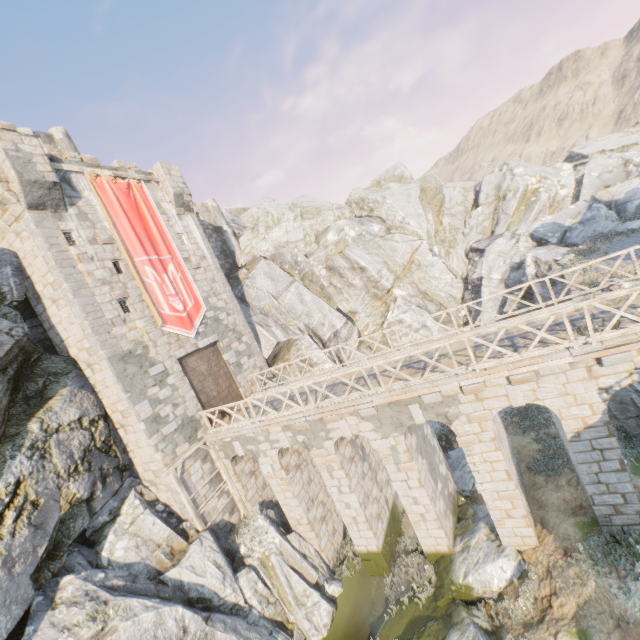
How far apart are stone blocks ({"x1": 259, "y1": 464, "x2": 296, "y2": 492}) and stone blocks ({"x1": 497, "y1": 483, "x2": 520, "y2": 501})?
8.38m

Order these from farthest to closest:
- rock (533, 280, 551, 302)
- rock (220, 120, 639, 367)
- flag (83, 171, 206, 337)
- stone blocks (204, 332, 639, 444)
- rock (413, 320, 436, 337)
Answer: rock (413, 320, 436, 337) < rock (220, 120, 639, 367) < rock (533, 280, 551, 302) < flag (83, 171, 206, 337) < stone blocks (204, 332, 639, 444)

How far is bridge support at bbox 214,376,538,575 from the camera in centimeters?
1076cm

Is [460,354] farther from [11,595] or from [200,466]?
[11,595]

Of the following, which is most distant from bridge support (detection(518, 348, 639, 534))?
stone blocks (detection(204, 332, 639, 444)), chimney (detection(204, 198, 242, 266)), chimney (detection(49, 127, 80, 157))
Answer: chimney (detection(49, 127, 80, 157))

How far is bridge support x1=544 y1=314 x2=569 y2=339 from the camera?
9.8m

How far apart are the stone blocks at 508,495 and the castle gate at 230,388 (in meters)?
12.95

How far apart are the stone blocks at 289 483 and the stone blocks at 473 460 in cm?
776
